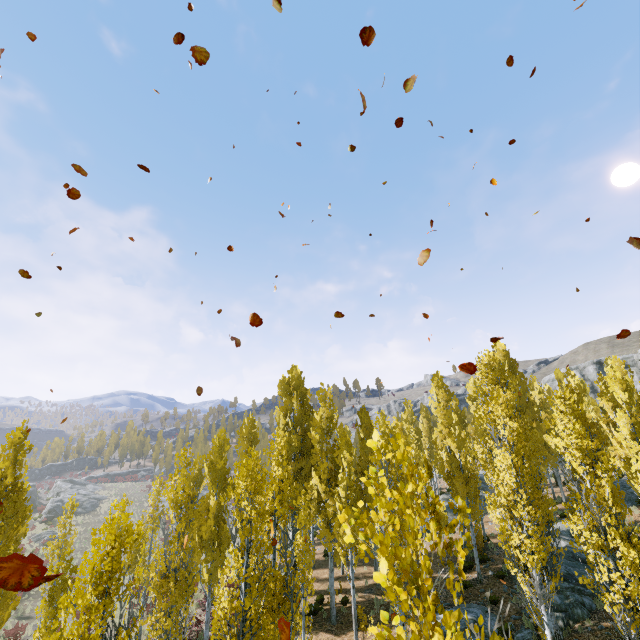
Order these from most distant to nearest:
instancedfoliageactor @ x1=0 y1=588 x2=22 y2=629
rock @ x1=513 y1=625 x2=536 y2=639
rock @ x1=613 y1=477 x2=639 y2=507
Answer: rock @ x1=613 y1=477 x2=639 y2=507 → rock @ x1=513 y1=625 x2=536 y2=639 → instancedfoliageactor @ x1=0 y1=588 x2=22 y2=629

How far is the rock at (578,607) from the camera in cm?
1440

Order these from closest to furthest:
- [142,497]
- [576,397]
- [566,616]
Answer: [566,616]
[576,397]
[142,497]

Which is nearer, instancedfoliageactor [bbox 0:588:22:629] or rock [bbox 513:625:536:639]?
instancedfoliageactor [bbox 0:588:22:629]

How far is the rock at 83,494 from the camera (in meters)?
47.75

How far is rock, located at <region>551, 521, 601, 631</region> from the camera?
14.4 meters

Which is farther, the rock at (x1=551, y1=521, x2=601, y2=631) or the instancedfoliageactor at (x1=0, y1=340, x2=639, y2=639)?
the rock at (x1=551, y1=521, x2=601, y2=631)

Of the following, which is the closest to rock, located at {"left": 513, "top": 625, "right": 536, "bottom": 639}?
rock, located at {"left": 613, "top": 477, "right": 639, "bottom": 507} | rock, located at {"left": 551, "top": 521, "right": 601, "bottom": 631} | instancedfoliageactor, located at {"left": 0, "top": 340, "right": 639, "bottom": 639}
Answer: rock, located at {"left": 551, "top": 521, "right": 601, "bottom": 631}
